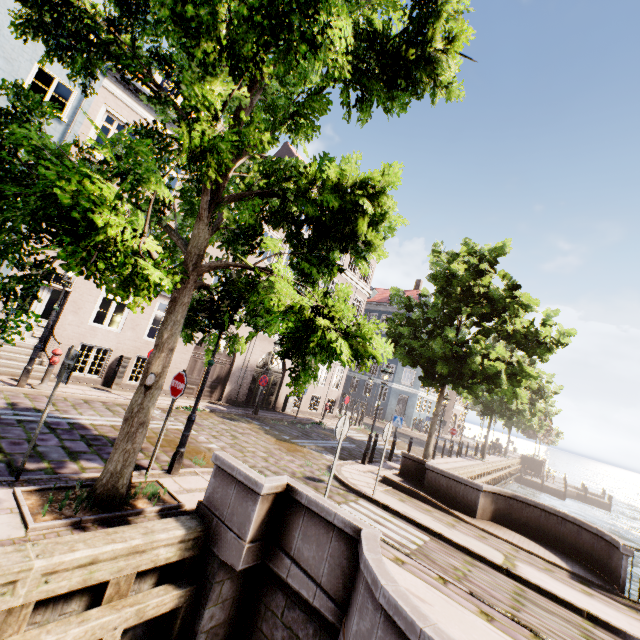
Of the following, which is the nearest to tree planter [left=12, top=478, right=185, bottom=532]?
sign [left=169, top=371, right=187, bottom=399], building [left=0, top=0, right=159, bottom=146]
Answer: sign [left=169, top=371, right=187, bottom=399]

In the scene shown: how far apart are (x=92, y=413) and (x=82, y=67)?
8.0m

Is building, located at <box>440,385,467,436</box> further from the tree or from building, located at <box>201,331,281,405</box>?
building, located at <box>201,331,281,405</box>

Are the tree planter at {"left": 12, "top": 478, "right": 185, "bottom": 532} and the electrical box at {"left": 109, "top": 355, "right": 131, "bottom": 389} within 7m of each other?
no

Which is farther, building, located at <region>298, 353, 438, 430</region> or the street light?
A: building, located at <region>298, 353, 438, 430</region>

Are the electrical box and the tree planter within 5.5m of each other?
no

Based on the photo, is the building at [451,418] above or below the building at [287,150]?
below

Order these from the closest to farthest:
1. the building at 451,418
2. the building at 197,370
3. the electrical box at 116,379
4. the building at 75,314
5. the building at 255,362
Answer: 1. the building at 75,314
2. the electrical box at 116,379
3. the building at 197,370
4. the building at 255,362
5. the building at 451,418
